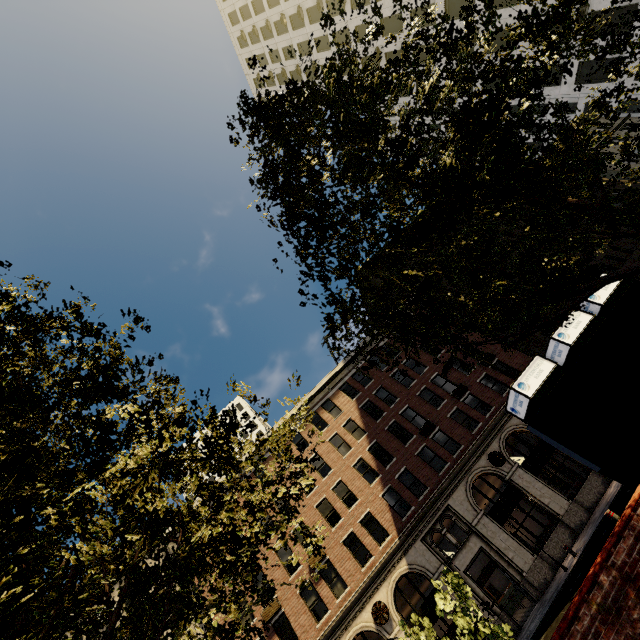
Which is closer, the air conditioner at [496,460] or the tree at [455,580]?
the tree at [455,580]

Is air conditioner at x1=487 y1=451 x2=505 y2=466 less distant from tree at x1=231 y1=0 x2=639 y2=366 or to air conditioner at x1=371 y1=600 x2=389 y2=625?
air conditioner at x1=371 y1=600 x2=389 y2=625

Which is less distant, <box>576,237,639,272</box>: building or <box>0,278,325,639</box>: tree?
<box>0,278,325,639</box>: tree

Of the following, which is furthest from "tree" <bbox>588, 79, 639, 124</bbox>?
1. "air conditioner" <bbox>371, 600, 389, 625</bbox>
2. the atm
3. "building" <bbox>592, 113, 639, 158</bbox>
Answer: "air conditioner" <bbox>371, 600, 389, 625</bbox>

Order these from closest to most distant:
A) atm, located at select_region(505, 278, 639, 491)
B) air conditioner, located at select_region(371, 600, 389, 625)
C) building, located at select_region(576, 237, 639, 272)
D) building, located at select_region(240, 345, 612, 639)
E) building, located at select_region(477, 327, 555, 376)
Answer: atm, located at select_region(505, 278, 639, 491) → air conditioner, located at select_region(371, 600, 389, 625) → building, located at select_region(240, 345, 612, 639) → building, located at select_region(477, 327, 555, 376) → building, located at select_region(576, 237, 639, 272)

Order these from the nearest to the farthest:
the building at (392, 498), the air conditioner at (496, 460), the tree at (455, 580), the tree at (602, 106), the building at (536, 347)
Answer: the tree at (602, 106) < the tree at (455, 580) < the building at (392, 498) < the air conditioner at (496, 460) < the building at (536, 347)

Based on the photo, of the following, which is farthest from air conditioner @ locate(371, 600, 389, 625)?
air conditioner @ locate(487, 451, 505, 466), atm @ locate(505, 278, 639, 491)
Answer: atm @ locate(505, 278, 639, 491)

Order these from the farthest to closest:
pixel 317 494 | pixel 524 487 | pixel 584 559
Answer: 1. pixel 317 494
2. pixel 524 487
3. pixel 584 559
